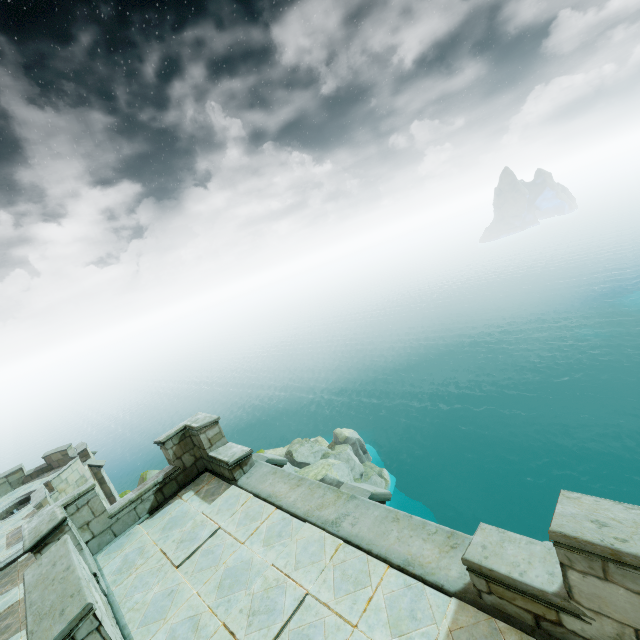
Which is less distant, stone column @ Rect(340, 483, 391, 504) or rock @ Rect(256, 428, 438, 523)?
stone column @ Rect(340, 483, 391, 504)

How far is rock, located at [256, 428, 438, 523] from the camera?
28.47m

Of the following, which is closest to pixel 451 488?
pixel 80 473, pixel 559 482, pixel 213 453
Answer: pixel 559 482

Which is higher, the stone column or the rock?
the stone column

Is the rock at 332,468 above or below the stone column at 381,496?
below

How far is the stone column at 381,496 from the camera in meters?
5.7 m

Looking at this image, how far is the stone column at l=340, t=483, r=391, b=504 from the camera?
5.7 meters
